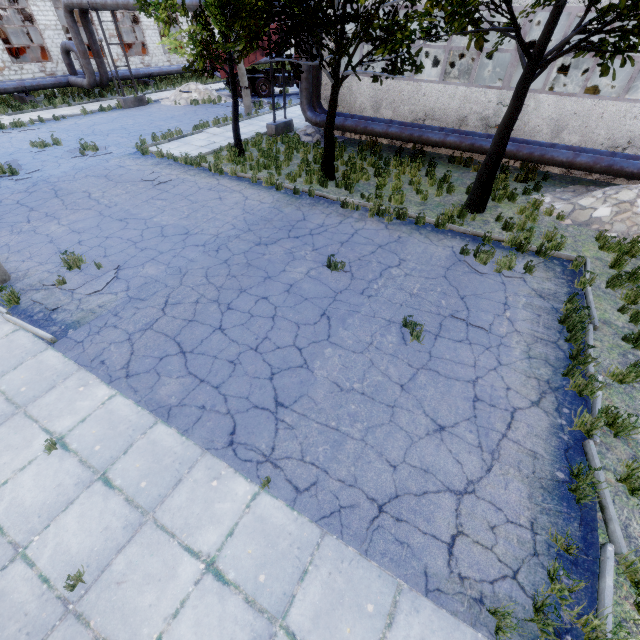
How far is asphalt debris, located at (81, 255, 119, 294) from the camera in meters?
7.3 m

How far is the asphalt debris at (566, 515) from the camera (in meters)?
4.05

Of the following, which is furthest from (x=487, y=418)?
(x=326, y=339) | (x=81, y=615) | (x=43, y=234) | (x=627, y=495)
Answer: (x=43, y=234)

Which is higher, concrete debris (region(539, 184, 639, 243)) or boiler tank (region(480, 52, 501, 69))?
boiler tank (region(480, 52, 501, 69))

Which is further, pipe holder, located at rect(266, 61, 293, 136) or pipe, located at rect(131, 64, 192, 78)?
pipe, located at rect(131, 64, 192, 78)

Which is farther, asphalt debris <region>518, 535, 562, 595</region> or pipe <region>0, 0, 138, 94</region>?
pipe <region>0, 0, 138, 94</region>

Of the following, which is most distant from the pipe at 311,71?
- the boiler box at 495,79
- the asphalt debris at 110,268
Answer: the asphalt debris at 110,268

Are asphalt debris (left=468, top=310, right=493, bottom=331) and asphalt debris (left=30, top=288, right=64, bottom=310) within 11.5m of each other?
yes
